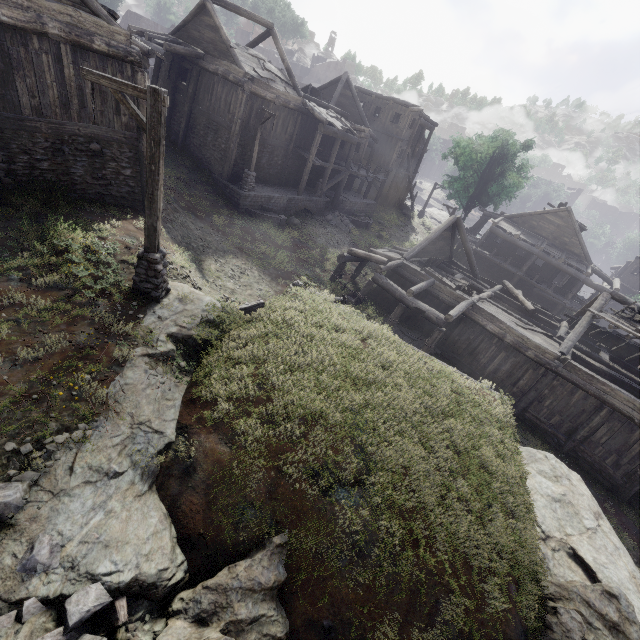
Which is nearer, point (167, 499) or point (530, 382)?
point (167, 499)

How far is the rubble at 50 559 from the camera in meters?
3.9 m

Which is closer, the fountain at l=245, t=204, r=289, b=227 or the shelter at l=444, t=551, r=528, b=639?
the shelter at l=444, t=551, r=528, b=639

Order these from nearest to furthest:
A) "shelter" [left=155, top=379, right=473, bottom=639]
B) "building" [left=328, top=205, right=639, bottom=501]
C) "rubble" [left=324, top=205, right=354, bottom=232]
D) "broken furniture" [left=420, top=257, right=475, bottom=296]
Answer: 1. "shelter" [left=155, top=379, right=473, bottom=639]
2. "building" [left=328, top=205, right=639, bottom=501]
3. "broken furniture" [left=420, top=257, right=475, bottom=296]
4. "rubble" [left=324, top=205, right=354, bottom=232]

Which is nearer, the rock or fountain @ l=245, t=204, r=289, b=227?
the rock

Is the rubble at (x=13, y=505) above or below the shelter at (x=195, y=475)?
above

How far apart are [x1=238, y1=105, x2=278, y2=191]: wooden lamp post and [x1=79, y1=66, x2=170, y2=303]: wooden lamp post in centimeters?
1301cm

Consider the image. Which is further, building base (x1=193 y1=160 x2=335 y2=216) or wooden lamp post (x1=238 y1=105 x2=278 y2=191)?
building base (x1=193 y1=160 x2=335 y2=216)
